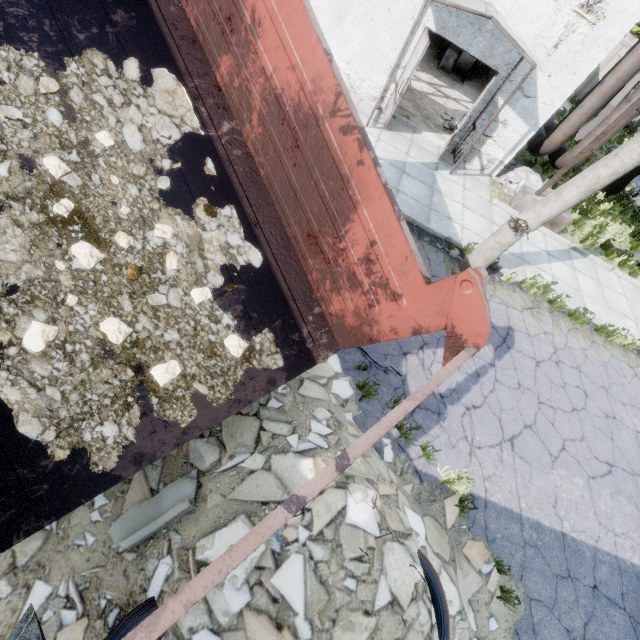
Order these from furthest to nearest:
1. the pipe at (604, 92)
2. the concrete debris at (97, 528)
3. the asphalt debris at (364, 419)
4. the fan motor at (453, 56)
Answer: the fan motor at (453, 56) → the pipe at (604, 92) → the asphalt debris at (364, 419) → the concrete debris at (97, 528)

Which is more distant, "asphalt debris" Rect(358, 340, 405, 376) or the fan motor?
the fan motor

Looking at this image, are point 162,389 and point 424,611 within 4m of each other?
yes

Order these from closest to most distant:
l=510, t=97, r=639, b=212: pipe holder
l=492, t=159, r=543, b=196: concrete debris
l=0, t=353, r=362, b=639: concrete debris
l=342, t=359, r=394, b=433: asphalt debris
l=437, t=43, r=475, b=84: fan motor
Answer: l=0, t=353, r=362, b=639: concrete debris < l=342, t=359, r=394, b=433: asphalt debris < l=510, t=97, r=639, b=212: pipe holder < l=492, t=159, r=543, b=196: concrete debris < l=437, t=43, r=475, b=84: fan motor

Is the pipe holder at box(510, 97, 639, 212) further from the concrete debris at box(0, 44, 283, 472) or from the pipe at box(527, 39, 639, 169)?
the concrete debris at box(0, 44, 283, 472)

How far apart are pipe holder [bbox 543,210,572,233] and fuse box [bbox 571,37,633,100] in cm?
1906

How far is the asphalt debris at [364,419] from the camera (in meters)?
4.69

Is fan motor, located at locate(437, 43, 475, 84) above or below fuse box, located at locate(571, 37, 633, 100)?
below
